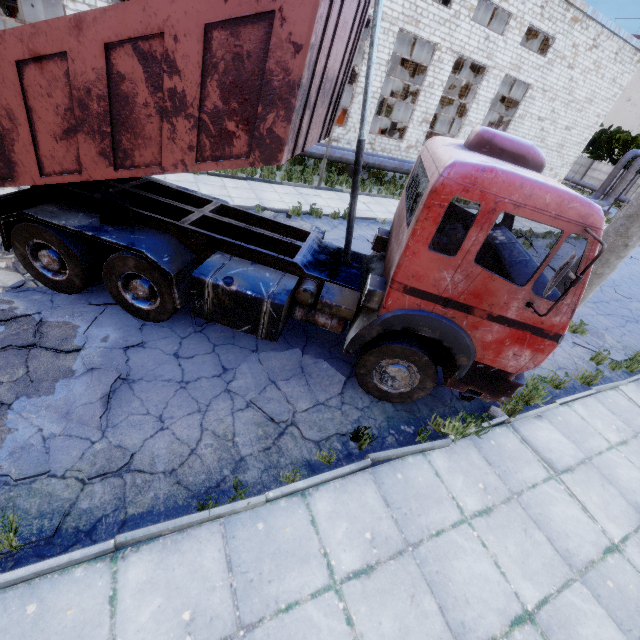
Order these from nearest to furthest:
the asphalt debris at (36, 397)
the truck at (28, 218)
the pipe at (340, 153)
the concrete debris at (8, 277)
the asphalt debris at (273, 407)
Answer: the truck at (28, 218) < the asphalt debris at (36, 397) < the asphalt debris at (273, 407) < the concrete debris at (8, 277) < the pipe at (340, 153)

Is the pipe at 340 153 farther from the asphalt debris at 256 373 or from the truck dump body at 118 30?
the asphalt debris at 256 373

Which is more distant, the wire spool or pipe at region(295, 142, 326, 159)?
the wire spool

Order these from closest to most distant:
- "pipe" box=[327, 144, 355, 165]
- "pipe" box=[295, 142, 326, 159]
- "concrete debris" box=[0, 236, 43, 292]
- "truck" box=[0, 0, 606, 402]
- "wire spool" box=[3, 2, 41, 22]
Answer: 1. "truck" box=[0, 0, 606, 402]
2. "concrete debris" box=[0, 236, 43, 292]
3. "pipe" box=[295, 142, 326, 159]
4. "pipe" box=[327, 144, 355, 165]
5. "wire spool" box=[3, 2, 41, 22]

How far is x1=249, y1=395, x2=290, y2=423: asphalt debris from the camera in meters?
4.6 m

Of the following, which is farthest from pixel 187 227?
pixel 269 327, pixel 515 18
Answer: pixel 515 18

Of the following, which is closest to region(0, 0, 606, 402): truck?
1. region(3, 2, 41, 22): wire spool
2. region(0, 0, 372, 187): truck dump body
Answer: region(0, 0, 372, 187): truck dump body

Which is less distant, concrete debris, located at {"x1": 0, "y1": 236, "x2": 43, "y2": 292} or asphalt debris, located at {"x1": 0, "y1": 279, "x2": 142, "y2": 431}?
asphalt debris, located at {"x1": 0, "y1": 279, "x2": 142, "y2": 431}
